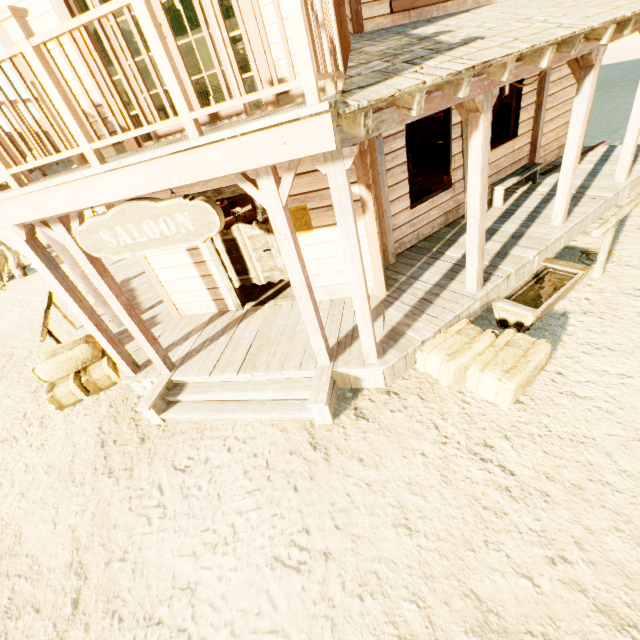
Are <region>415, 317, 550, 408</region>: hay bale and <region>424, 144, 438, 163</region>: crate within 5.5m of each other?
no

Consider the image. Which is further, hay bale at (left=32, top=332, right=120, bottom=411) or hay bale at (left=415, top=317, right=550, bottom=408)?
hay bale at (left=32, top=332, right=120, bottom=411)

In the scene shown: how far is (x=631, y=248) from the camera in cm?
563

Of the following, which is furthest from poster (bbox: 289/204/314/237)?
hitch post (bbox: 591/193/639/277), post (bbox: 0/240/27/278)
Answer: post (bbox: 0/240/27/278)

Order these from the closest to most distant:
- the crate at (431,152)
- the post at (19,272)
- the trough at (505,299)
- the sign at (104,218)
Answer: the sign at (104,218) < the trough at (505,299) < the crate at (431,152) < the post at (19,272)

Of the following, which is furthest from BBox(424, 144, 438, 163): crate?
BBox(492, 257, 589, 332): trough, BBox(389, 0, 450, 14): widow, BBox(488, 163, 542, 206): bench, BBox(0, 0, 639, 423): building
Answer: BBox(492, 257, 589, 332): trough

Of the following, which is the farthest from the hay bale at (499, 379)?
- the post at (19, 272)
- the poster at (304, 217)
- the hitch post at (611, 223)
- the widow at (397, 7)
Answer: the post at (19, 272)

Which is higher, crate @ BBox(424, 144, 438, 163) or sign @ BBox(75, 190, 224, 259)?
sign @ BBox(75, 190, 224, 259)
